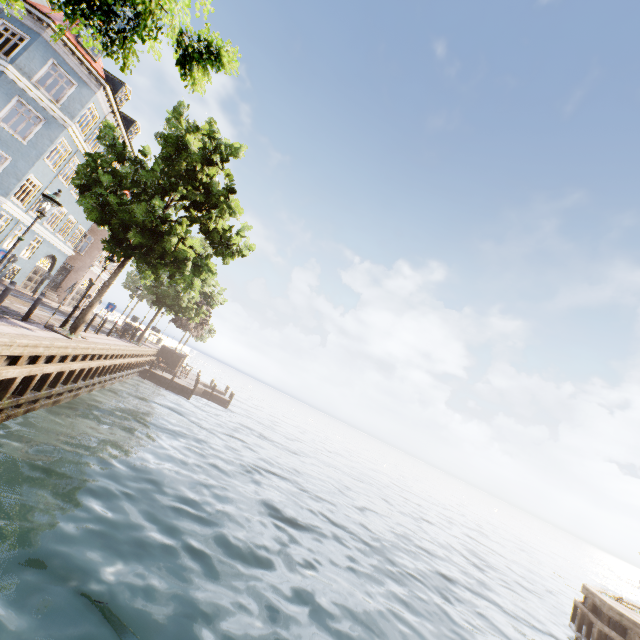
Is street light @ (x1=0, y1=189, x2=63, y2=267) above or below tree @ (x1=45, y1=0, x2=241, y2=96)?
below

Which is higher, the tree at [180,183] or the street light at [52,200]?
the tree at [180,183]

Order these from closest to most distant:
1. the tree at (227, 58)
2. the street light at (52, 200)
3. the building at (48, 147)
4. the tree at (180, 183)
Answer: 1. the tree at (227, 58)
2. the street light at (52, 200)
3. the tree at (180, 183)
4. the building at (48, 147)

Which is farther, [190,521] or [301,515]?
[301,515]

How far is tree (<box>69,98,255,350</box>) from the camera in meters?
11.4

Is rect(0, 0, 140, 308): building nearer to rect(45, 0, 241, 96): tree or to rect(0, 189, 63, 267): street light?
rect(45, 0, 241, 96): tree
